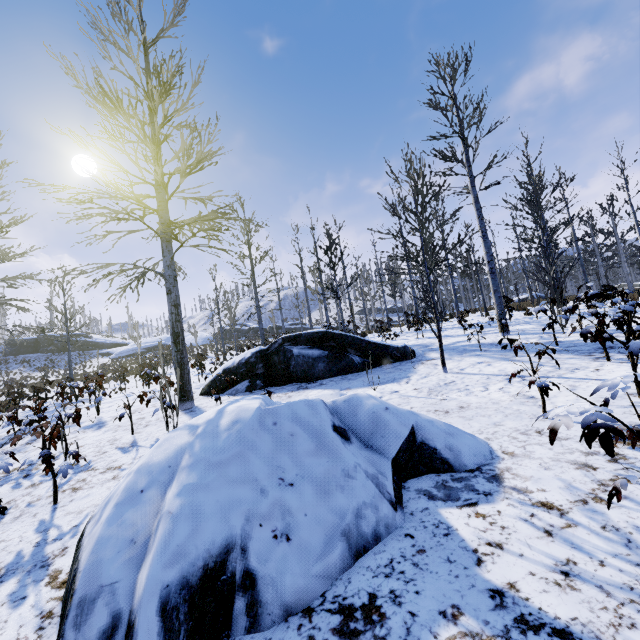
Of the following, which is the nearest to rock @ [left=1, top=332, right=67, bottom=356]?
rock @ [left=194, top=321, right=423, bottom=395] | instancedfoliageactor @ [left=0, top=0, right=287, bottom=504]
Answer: Answer: instancedfoliageactor @ [left=0, top=0, right=287, bottom=504]

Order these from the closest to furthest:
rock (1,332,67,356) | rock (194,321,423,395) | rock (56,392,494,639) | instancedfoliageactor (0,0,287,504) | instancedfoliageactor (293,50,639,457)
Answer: rock (56,392,494,639) → instancedfoliageactor (293,50,639,457) → instancedfoliageactor (0,0,287,504) → rock (194,321,423,395) → rock (1,332,67,356)

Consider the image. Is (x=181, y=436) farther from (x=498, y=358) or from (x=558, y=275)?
(x=558, y=275)

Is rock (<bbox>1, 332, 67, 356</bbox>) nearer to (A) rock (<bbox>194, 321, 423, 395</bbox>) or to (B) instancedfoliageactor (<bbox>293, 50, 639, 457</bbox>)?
(B) instancedfoliageactor (<bbox>293, 50, 639, 457</bbox>)

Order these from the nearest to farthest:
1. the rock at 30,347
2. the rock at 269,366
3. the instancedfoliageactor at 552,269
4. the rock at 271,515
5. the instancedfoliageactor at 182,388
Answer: the rock at 271,515, the instancedfoliageactor at 552,269, the instancedfoliageactor at 182,388, the rock at 269,366, the rock at 30,347

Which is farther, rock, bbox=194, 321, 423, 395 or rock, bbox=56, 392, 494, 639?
rock, bbox=194, 321, 423, 395

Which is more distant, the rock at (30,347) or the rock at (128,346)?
the rock at (30,347)
